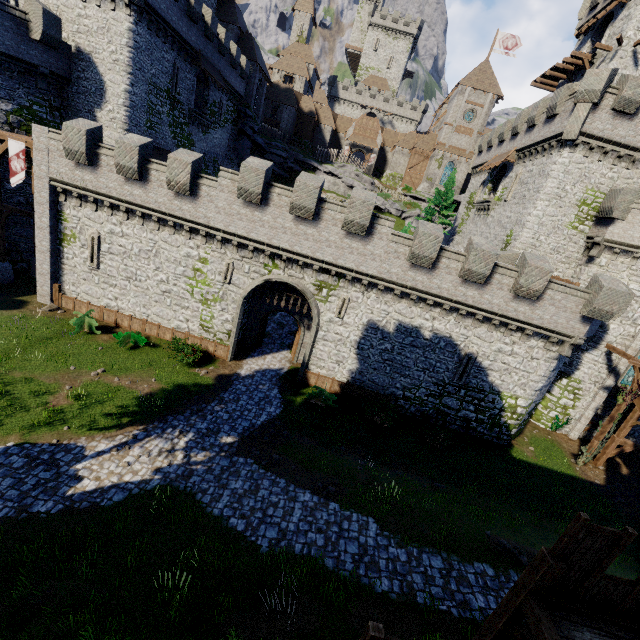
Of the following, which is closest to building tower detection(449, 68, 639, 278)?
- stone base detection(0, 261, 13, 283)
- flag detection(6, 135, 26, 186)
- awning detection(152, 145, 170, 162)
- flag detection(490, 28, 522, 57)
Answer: flag detection(490, 28, 522, 57)

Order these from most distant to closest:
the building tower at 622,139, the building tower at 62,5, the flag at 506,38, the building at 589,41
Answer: the flag at 506,38
the building at 589,41
the building tower at 62,5
the building tower at 622,139

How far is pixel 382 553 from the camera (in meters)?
10.84

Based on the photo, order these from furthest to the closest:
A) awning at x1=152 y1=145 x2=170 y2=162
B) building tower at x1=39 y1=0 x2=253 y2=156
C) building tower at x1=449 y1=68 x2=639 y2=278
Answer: A: awning at x1=152 y1=145 x2=170 y2=162, building tower at x1=39 y1=0 x2=253 y2=156, building tower at x1=449 y1=68 x2=639 y2=278

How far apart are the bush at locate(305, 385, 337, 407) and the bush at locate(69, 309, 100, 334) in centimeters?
1350cm

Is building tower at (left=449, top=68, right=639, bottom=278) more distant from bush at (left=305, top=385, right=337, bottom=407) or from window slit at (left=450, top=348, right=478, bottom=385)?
bush at (left=305, top=385, right=337, bottom=407)

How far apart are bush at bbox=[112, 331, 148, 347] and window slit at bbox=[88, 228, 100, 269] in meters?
4.4

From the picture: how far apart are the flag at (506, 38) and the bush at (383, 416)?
57.77m
